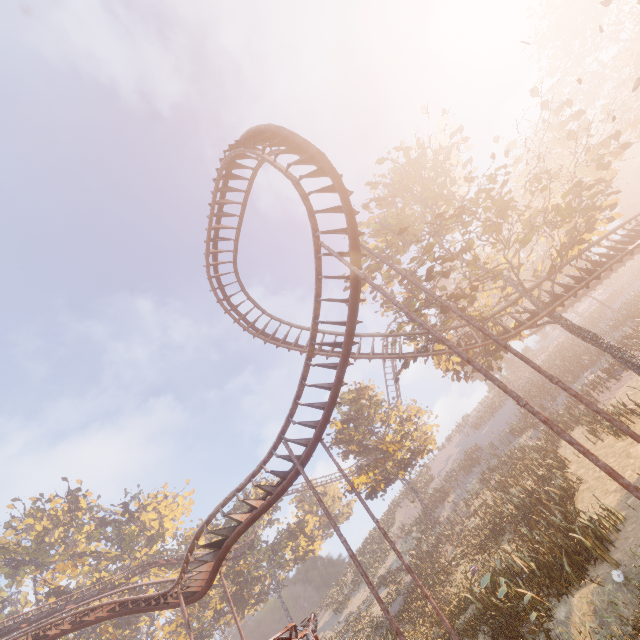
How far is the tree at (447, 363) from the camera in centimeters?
1928cm

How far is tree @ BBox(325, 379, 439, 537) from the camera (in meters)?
29.66

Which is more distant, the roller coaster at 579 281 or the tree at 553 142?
the roller coaster at 579 281

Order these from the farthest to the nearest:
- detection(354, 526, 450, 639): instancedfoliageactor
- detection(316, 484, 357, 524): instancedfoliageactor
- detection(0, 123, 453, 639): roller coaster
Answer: detection(316, 484, 357, 524): instancedfoliageactor < detection(354, 526, 450, 639): instancedfoliageactor < detection(0, 123, 453, 639): roller coaster

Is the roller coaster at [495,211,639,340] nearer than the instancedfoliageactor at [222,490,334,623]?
Yes

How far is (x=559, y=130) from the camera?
15.6 meters

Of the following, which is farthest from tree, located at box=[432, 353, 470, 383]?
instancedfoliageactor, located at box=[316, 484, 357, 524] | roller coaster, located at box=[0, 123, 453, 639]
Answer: instancedfoliageactor, located at box=[316, 484, 357, 524]
